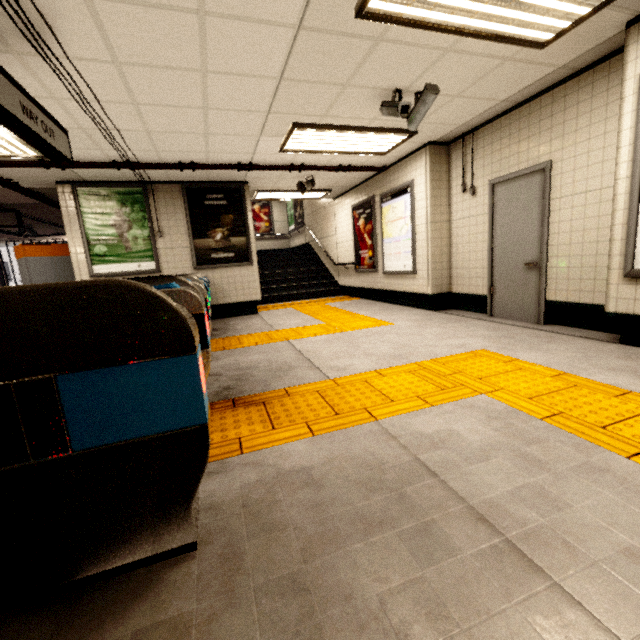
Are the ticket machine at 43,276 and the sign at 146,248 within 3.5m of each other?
yes

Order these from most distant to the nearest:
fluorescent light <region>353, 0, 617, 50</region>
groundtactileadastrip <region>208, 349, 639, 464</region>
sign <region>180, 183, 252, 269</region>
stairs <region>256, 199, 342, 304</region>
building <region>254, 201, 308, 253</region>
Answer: building <region>254, 201, 308, 253</region>
stairs <region>256, 199, 342, 304</region>
sign <region>180, 183, 252, 269</region>
fluorescent light <region>353, 0, 617, 50</region>
groundtactileadastrip <region>208, 349, 639, 464</region>

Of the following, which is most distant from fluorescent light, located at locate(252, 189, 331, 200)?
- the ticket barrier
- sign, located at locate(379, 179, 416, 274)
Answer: the ticket barrier

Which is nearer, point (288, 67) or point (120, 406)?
point (120, 406)

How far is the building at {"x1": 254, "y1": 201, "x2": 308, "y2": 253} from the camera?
13.96m

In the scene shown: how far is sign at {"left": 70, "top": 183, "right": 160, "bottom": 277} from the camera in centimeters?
624cm

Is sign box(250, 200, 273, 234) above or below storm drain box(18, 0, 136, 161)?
below

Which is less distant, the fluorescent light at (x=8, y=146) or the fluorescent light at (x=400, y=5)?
the fluorescent light at (x=400, y=5)
